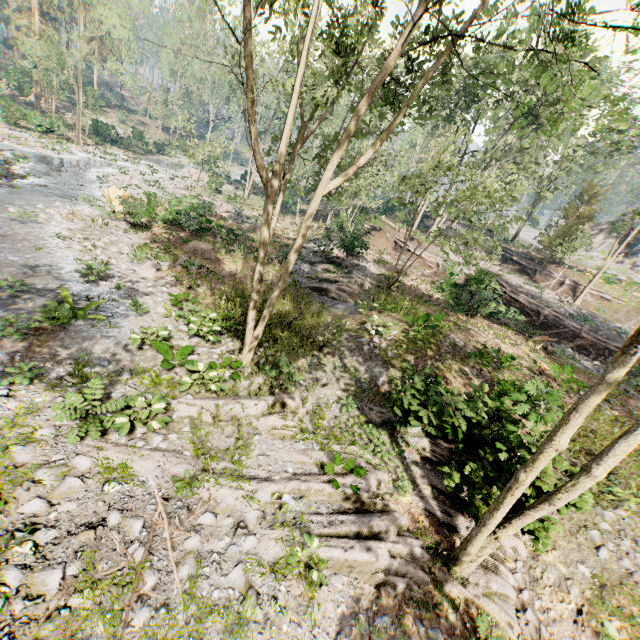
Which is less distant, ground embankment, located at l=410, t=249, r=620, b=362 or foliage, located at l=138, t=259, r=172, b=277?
foliage, located at l=138, t=259, r=172, b=277

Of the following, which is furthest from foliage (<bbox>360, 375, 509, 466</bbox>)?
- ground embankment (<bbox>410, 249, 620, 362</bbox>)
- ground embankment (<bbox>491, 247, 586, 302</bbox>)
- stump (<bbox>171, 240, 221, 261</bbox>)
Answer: stump (<bbox>171, 240, 221, 261</bbox>)

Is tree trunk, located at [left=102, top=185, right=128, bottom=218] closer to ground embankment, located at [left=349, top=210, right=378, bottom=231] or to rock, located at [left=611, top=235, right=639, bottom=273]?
ground embankment, located at [left=349, top=210, right=378, bottom=231]

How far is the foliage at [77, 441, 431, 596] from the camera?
6.9m

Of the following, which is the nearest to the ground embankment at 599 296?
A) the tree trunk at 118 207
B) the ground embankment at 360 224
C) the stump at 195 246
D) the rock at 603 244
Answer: the rock at 603 244

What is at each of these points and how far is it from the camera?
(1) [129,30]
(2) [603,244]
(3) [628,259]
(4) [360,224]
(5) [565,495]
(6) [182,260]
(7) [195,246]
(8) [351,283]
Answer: (1) foliage, 6.83m
(2) rock, 46.06m
(3) rock, 42.41m
(4) ground embankment, 33.59m
(5) foliage, 6.42m
(6) foliage, 17.64m
(7) stump, 19.41m
(8) foliage, 21.12m

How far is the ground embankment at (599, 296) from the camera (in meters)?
29.64

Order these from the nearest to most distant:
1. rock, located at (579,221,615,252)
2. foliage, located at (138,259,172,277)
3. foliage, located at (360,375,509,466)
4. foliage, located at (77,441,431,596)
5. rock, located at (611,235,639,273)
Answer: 1. foliage, located at (77,441,431,596)
2. foliage, located at (360,375,509,466)
3. foliage, located at (138,259,172,277)
4. rock, located at (611,235,639,273)
5. rock, located at (579,221,615,252)
